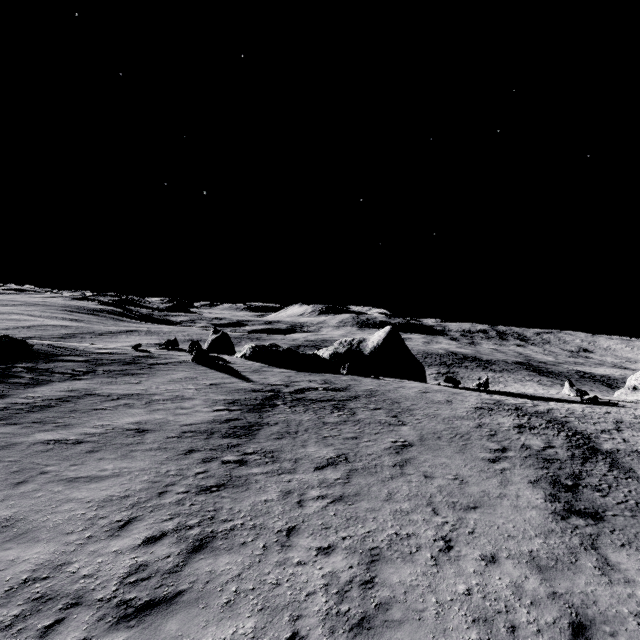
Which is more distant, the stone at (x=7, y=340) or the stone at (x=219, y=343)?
the stone at (x=219, y=343)

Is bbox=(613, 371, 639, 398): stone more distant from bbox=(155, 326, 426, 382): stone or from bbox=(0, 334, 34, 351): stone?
bbox=(0, 334, 34, 351): stone

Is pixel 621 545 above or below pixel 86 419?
below

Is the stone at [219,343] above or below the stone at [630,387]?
above

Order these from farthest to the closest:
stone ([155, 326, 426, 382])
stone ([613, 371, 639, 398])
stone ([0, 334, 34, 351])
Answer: stone ([613, 371, 639, 398])
stone ([155, 326, 426, 382])
stone ([0, 334, 34, 351])

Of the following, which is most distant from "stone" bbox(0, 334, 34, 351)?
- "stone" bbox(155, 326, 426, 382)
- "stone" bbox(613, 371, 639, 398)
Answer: "stone" bbox(613, 371, 639, 398)
